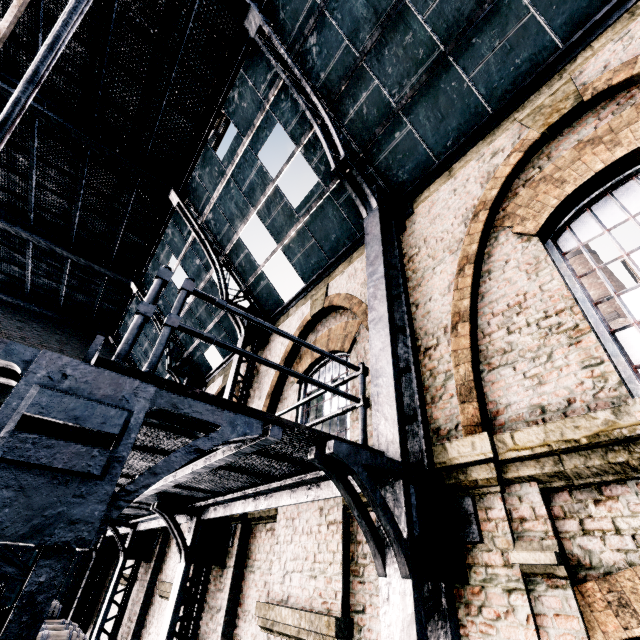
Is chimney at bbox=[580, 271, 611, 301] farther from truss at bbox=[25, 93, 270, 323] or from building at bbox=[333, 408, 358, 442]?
truss at bbox=[25, 93, 270, 323]

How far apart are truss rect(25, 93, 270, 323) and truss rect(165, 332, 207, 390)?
5.39m

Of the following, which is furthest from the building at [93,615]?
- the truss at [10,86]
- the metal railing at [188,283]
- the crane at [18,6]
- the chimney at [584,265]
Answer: the chimney at [584,265]

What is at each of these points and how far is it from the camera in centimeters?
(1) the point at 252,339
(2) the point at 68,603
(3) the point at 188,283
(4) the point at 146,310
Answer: (1) truss, 1048cm
(2) building, 1370cm
(3) metal railing, 334cm
(4) metal railing, 293cm

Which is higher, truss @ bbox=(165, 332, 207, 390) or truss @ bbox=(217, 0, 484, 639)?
truss @ bbox=(165, 332, 207, 390)

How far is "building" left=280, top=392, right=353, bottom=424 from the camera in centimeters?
693cm

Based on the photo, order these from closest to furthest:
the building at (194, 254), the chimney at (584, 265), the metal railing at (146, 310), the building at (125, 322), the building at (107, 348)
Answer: the metal railing at (146, 310) < the building at (194, 254) < the building at (125, 322) < the building at (107, 348) < the chimney at (584, 265)
